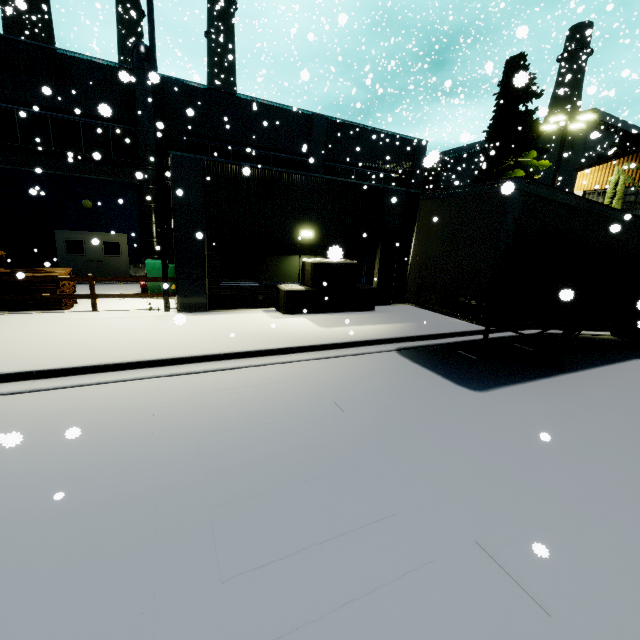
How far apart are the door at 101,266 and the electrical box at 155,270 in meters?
3.4

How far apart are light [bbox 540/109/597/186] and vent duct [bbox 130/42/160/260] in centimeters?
1973cm

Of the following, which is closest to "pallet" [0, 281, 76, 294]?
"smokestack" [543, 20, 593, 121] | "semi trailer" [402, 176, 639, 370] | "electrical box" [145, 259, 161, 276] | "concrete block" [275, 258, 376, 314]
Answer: "electrical box" [145, 259, 161, 276]

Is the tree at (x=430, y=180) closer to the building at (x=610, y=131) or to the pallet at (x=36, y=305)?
the building at (x=610, y=131)

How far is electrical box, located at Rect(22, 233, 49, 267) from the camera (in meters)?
14.80

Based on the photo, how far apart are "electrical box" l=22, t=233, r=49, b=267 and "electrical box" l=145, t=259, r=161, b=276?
5.3 meters

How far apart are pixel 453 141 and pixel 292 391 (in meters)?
42.61

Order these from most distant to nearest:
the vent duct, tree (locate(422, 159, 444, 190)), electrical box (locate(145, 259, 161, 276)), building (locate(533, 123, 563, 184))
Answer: building (locate(533, 123, 563, 184)), the vent duct, electrical box (locate(145, 259, 161, 276)), tree (locate(422, 159, 444, 190))
